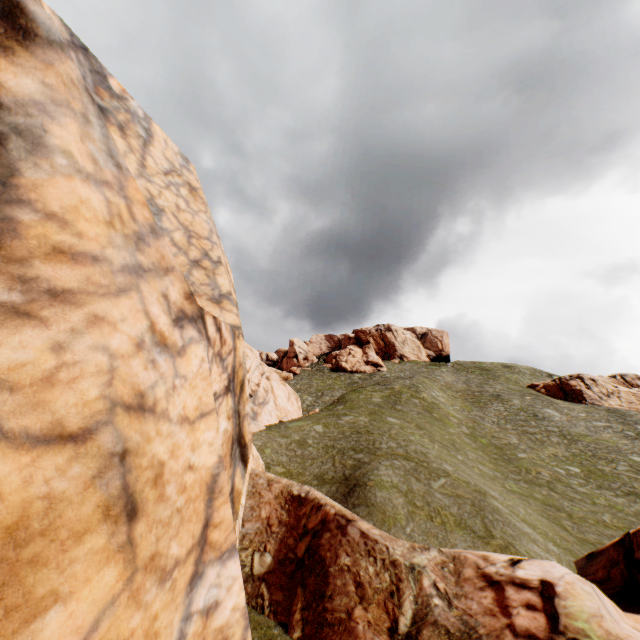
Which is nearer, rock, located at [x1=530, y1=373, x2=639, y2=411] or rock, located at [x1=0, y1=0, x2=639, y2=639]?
rock, located at [x1=0, y1=0, x2=639, y2=639]

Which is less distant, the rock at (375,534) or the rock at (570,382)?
the rock at (375,534)

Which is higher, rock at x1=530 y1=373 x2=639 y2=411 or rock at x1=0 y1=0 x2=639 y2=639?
rock at x1=530 y1=373 x2=639 y2=411

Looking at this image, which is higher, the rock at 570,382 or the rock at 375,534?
the rock at 570,382

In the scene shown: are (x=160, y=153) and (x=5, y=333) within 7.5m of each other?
yes
